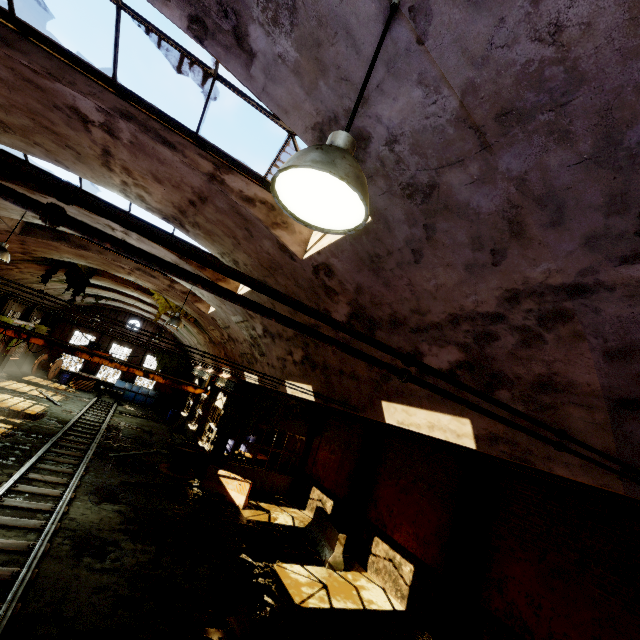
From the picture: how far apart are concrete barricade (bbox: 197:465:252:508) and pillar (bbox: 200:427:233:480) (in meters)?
0.72

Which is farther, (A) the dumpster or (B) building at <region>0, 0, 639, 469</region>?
(A) the dumpster

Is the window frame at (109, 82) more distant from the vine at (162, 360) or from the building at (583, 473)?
the vine at (162, 360)

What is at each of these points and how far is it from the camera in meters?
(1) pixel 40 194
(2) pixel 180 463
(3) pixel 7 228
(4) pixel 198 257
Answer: (1) building, 8.1 m
(2) cable drum, 14.9 m
(3) building, 10.9 m
(4) pipe, 0.9 m

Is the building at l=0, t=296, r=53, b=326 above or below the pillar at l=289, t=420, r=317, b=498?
above

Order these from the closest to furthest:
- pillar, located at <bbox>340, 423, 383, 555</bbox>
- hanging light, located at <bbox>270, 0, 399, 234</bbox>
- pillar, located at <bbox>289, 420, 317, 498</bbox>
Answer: hanging light, located at <bbox>270, 0, 399, 234</bbox>
pillar, located at <bbox>340, 423, 383, 555</bbox>
pillar, located at <bbox>289, 420, 317, 498</bbox>

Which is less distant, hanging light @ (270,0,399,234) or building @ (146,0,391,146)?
hanging light @ (270,0,399,234)

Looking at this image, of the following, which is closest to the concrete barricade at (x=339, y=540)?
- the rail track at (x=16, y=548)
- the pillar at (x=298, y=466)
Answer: the pillar at (x=298, y=466)
